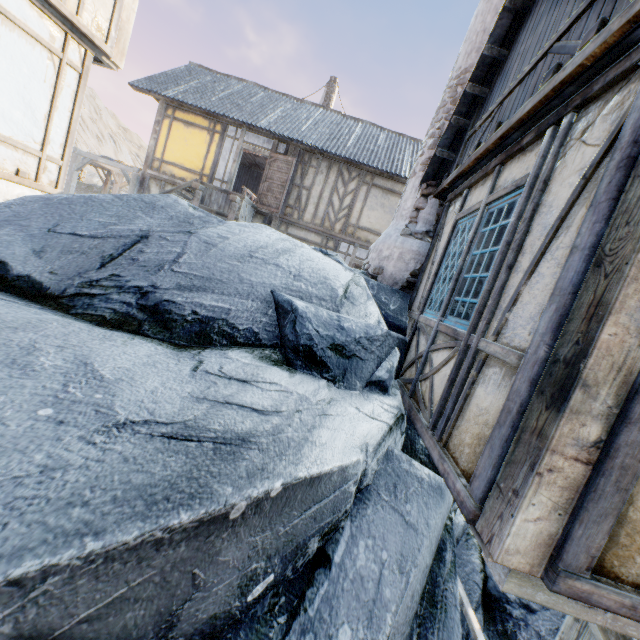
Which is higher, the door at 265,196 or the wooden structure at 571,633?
the door at 265,196

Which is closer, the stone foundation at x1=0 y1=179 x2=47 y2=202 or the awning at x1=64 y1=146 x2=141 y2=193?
the stone foundation at x1=0 y1=179 x2=47 y2=202

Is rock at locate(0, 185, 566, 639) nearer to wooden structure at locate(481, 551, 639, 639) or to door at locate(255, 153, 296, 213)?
wooden structure at locate(481, 551, 639, 639)

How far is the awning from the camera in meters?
13.6

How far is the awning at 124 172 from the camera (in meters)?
13.56

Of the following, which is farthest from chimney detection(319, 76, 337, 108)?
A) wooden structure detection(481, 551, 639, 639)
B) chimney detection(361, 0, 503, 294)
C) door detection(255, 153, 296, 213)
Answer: wooden structure detection(481, 551, 639, 639)

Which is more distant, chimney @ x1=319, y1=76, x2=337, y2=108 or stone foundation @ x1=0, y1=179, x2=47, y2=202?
chimney @ x1=319, y1=76, x2=337, y2=108

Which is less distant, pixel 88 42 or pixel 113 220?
pixel 113 220
